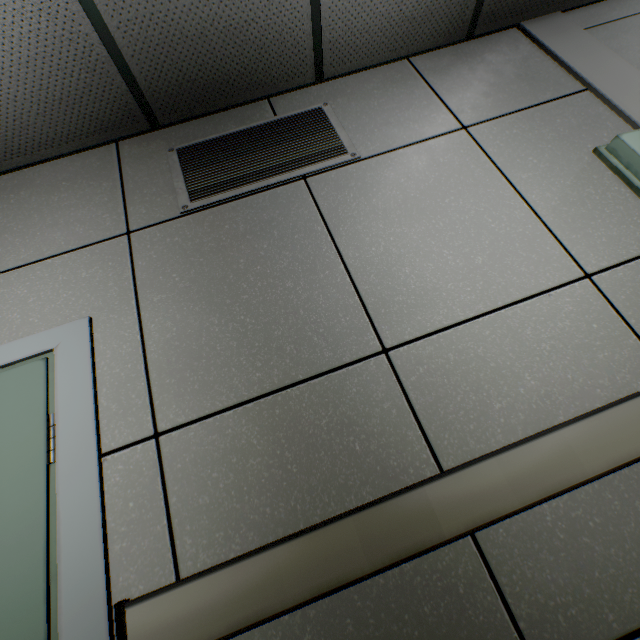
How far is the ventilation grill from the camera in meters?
1.6 m

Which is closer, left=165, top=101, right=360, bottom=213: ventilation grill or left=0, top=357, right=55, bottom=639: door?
left=0, top=357, right=55, bottom=639: door

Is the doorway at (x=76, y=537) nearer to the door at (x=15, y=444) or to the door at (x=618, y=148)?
the door at (x=15, y=444)

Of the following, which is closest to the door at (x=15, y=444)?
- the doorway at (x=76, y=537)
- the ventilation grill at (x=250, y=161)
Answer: the doorway at (x=76, y=537)

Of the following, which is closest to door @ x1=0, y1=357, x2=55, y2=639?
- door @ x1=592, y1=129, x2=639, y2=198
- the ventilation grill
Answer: the ventilation grill

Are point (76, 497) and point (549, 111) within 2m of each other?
no

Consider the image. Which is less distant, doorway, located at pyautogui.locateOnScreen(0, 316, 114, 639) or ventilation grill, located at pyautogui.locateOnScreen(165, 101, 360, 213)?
doorway, located at pyautogui.locateOnScreen(0, 316, 114, 639)

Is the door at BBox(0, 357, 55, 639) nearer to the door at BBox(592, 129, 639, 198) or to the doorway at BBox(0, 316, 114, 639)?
the doorway at BBox(0, 316, 114, 639)
